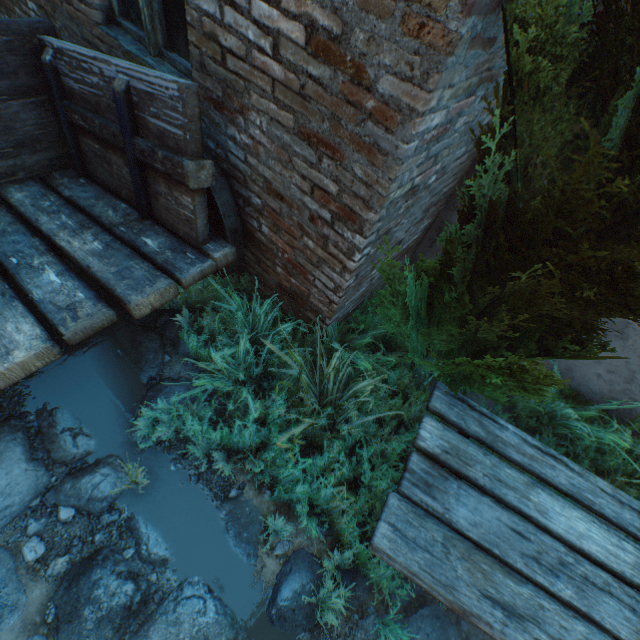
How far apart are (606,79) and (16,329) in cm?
262

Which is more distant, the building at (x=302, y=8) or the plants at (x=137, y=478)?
the plants at (x=137, y=478)

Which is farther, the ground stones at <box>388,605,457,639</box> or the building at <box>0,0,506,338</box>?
the ground stones at <box>388,605,457,639</box>

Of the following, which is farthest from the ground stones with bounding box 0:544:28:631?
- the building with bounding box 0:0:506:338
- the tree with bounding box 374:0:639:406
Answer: the tree with bounding box 374:0:639:406

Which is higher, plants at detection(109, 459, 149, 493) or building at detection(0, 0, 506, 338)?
building at detection(0, 0, 506, 338)

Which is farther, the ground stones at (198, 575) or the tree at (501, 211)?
the ground stones at (198, 575)

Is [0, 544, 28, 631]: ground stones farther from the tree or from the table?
the tree

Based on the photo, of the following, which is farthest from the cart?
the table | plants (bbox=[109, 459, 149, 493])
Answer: the table
